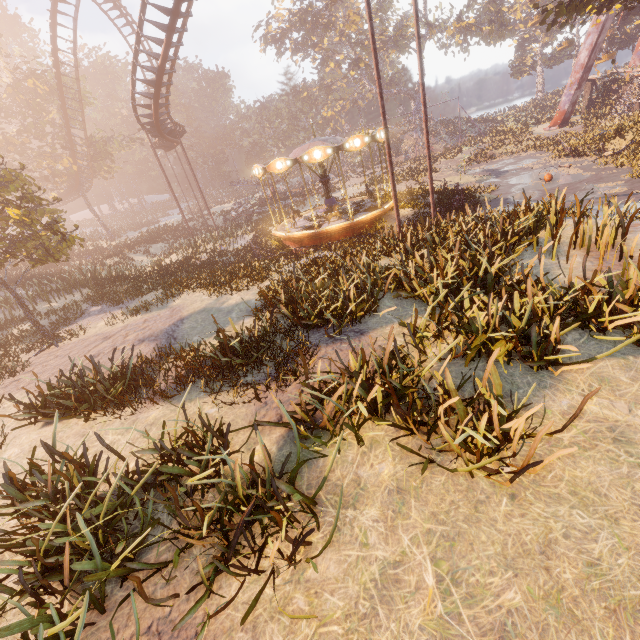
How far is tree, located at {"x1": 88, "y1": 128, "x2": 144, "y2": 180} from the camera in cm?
3525

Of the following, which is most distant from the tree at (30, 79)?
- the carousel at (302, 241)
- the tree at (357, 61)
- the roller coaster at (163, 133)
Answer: the tree at (357, 61)

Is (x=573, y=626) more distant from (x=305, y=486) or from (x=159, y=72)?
(x=159, y=72)

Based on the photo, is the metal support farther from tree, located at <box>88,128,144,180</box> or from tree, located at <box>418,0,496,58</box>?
tree, located at <box>88,128,144,180</box>

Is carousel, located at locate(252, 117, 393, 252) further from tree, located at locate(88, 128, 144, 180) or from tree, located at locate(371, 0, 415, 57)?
tree, located at locate(371, 0, 415, 57)

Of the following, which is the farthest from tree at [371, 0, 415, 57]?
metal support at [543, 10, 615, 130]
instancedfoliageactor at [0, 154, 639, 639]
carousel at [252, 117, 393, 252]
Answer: instancedfoliageactor at [0, 154, 639, 639]

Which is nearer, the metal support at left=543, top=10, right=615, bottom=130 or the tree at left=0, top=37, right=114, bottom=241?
the metal support at left=543, top=10, right=615, bottom=130

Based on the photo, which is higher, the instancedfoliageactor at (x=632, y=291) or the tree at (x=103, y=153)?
the tree at (x=103, y=153)
